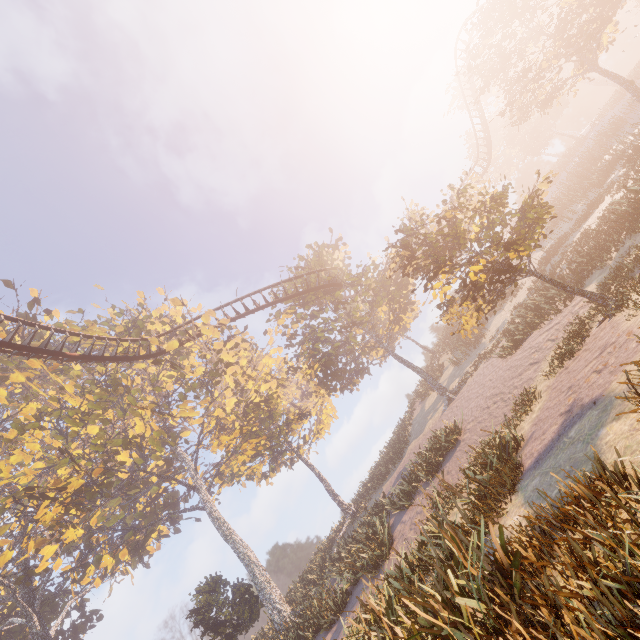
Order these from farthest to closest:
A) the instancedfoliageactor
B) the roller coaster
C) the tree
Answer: the tree, the roller coaster, the instancedfoliageactor

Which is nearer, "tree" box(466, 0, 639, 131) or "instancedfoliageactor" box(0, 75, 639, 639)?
"instancedfoliageactor" box(0, 75, 639, 639)

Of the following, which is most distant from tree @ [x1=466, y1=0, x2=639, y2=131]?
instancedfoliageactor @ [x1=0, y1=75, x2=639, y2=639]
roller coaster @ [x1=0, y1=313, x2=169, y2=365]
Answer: instancedfoliageactor @ [x1=0, y1=75, x2=639, y2=639]

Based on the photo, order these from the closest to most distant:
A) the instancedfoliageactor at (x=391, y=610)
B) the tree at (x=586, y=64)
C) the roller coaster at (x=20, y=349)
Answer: the instancedfoliageactor at (x=391, y=610)
the roller coaster at (x=20, y=349)
the tree at (x=586, y=64)

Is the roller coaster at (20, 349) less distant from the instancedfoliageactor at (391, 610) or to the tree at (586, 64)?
the tree at (586, 64)

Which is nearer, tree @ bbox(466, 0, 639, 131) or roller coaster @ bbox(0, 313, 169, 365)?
roller coaster @ bbox(0, 313, 169, 365)

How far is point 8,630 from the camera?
27.6 meters

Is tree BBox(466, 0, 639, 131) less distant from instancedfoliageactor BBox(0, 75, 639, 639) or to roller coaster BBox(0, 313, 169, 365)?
roller coaster BBox(0, 313, 169, 365)
